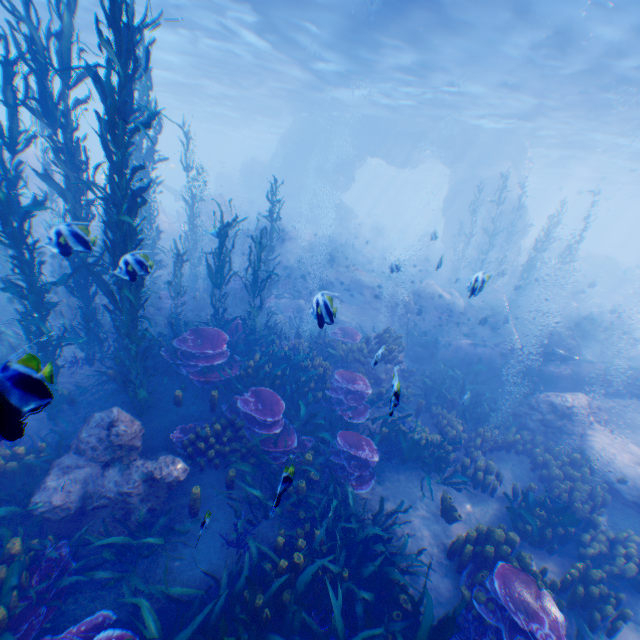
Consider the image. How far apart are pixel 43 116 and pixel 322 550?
9.4 meters

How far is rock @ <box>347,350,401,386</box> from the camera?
10.09m

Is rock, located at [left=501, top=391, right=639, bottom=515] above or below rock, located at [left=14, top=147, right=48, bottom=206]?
below

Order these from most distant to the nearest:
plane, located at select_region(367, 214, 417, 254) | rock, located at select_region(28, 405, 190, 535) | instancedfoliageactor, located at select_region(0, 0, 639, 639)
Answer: plane, located at select_region(367, 214, 417, 254) < rock, located at select_region(28, 405, 190, 535) < instancedfoliageactor, located at select_region(0, 0, 639, 639)

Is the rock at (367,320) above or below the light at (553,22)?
below

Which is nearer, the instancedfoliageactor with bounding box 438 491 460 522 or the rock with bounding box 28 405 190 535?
the rock with bounding box 28 405 190 535

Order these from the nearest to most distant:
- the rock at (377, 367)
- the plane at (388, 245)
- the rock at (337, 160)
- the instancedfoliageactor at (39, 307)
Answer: the instancedfoliageactor at (39, 307) → the rock at (377, 367) → the rock at (337, 160) → the plane at (388, 245)

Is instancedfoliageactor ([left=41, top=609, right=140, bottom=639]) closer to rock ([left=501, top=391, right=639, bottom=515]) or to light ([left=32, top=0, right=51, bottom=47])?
rock ([left=501, top=391, right=639, bottom=515])
